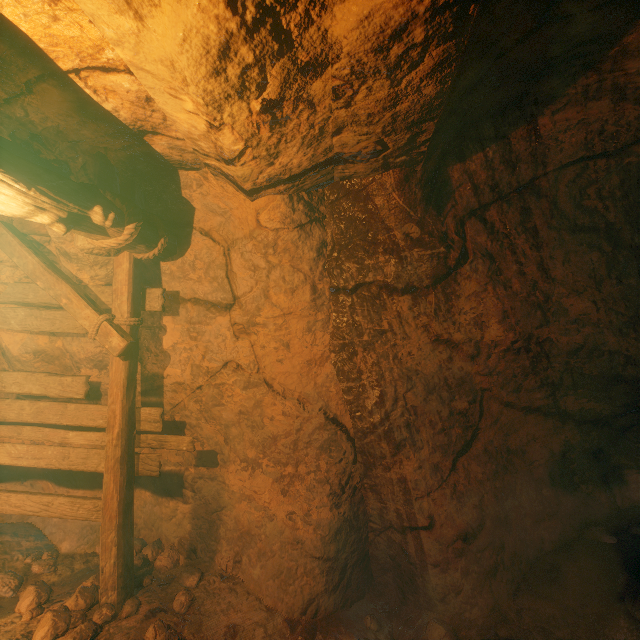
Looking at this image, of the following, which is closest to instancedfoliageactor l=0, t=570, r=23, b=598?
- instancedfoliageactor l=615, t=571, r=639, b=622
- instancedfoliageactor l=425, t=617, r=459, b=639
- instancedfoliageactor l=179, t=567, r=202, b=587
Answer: instancedfoliageactor l=179, t=567, r=202, b=587

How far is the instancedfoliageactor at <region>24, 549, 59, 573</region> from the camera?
3.8m

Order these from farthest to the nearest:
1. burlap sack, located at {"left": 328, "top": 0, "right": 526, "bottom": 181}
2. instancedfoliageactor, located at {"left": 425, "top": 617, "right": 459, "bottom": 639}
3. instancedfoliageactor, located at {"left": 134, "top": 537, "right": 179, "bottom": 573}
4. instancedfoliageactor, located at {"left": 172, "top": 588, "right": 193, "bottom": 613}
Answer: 1. instancedfoliageactor, located at {"left": 134, "top": 537, "right": 179, "bottom": 573}
2. instancedfoliageactor, located at {"left": 172, "top": 588, "right": 193, "bottom": 613}
3. instancedfoliageactor, located at {"left": 425, "top": 617, "right": 459, "bottom": 639}
4. burlap sack, located at {"left": 328, "top": 0, "right": 526, "bottom": 181}

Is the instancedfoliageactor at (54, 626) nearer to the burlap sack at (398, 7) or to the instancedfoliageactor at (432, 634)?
the burlap sack at (398, 7)

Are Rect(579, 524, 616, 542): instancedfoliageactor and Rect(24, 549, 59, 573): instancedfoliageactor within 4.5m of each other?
no

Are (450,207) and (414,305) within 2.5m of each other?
yes

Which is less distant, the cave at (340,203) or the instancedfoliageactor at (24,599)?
the cave at (340,203)

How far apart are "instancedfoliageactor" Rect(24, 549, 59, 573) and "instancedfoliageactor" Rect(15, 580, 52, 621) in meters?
0.3 m
